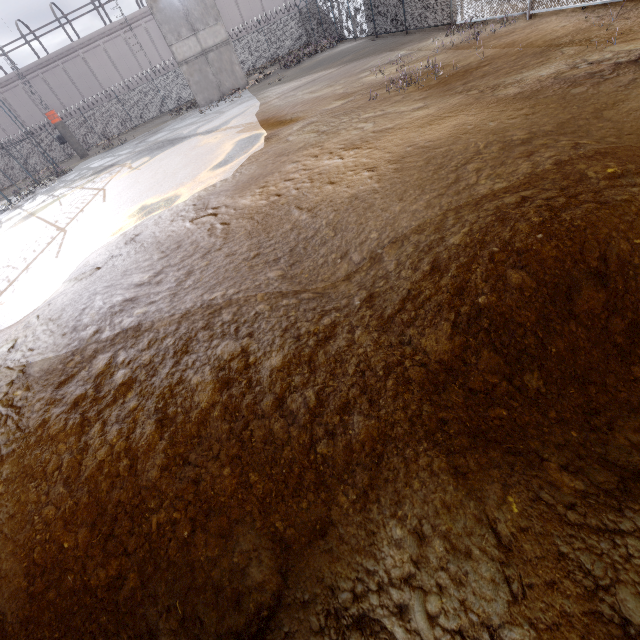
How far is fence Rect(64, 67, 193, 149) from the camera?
32.22m

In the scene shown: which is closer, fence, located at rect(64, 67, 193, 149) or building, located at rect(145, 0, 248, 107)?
building, located at rect(145, 0, 248, 107)

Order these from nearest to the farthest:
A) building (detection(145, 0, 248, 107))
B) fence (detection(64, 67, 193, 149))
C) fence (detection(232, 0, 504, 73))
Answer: fence (detection(232, 0, 504, 73)) → building (detection(145, 0, 248, 107)) → fence (detection(64, 67, 193, 149))

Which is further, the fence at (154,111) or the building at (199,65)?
the fence at (154,111)

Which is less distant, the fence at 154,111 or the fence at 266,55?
the fence at 266,55

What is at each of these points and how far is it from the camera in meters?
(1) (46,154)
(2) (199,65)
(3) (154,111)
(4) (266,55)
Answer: (1) fence, 33.8 m
(2) building, 22.7 m
(3) fence, 33.5 m
(4) fence, 32.6 m

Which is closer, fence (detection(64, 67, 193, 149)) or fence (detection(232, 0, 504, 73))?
fence (detection(232, 0, 504, 73))
